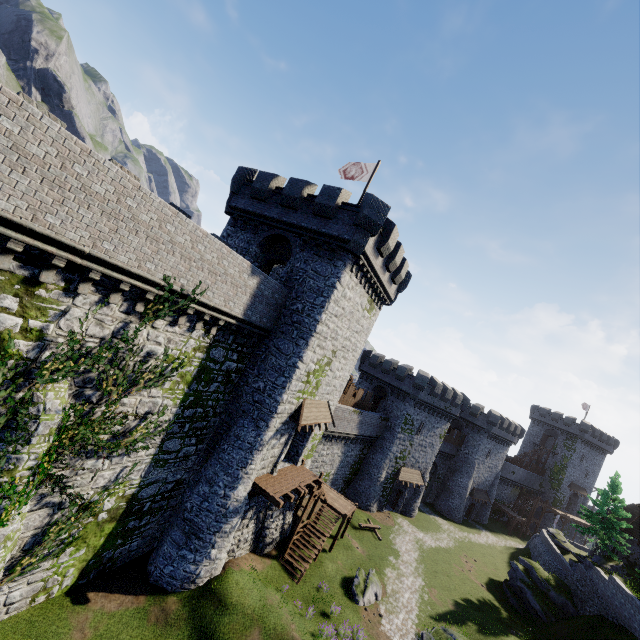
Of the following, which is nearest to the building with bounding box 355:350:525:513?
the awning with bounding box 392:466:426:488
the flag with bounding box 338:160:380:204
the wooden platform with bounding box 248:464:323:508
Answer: the awning with bounding box 392:466:426:488

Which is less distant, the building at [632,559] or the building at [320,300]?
the building at [320,300]

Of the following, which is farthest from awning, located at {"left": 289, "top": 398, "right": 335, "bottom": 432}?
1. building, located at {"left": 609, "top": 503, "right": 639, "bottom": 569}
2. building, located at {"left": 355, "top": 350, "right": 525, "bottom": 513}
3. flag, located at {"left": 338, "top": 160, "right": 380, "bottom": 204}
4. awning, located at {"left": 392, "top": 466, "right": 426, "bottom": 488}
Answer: building, located at {"left": 609, "top": 503, "right": 639, "bottom": 569}

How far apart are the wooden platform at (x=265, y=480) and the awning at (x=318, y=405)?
3.1 meters

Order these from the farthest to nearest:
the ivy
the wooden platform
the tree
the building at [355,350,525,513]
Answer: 1. the building at [355,350,525,513]
2. the tree
3. the wooden platform
4. the ivy

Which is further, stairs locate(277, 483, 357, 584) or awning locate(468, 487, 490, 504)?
awning locate(468, 487, 490, 504)

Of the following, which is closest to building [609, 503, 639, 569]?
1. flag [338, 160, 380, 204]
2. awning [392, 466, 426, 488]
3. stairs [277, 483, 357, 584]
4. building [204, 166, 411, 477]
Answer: awning [392, 466, 426, 488]

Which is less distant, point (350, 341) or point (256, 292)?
point (256, 292)
